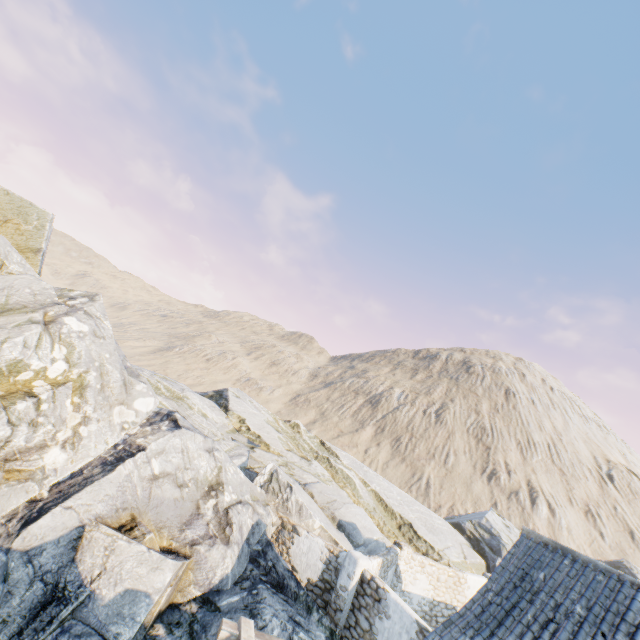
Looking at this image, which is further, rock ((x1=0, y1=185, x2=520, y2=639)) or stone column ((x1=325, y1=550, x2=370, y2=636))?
stone column ((x1=325, y1=550, x2=370, y2=636))

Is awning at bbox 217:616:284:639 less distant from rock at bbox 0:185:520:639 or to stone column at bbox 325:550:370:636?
rock at bbox 0:185:520:639

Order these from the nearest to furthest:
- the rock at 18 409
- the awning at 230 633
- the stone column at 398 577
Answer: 1. the awning at 230 633
2. the rock at 18 409
3. the stone column at 398 577

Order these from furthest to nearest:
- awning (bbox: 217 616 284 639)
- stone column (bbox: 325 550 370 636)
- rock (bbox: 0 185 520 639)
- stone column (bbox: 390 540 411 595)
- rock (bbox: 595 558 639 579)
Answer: rock (bbox: 595 558 639 579) < stone column (bbox: 390 540 411 595) < stone column (bbox: 325 550 370 636) < rock (bbox: 0 185 520 639) < awning (bbox: 217 616 284 639)

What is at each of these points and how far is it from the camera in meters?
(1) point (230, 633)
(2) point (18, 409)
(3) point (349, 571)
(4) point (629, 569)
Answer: (1) awning, 5.4
(2) rock, 7.8
(3) stone column, 10.8
(4) rock, 28.5

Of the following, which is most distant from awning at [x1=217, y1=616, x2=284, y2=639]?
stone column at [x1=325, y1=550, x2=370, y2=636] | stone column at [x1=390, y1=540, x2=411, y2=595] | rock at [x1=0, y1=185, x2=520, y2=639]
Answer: stone column at [x1=390, y1=540, x2=411, y2=595]

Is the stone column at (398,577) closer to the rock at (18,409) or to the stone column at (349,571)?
the rock at (18,409)

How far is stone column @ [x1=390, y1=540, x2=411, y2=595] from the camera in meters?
14.9
